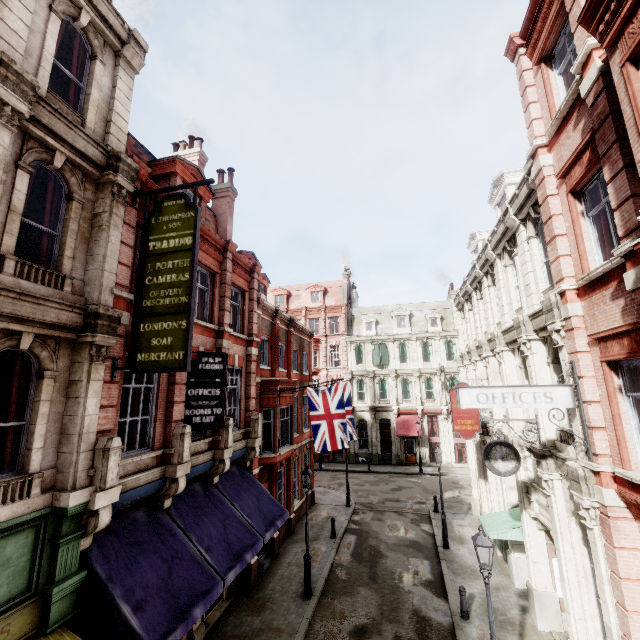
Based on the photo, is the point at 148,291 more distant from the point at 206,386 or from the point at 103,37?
the point at 103,37

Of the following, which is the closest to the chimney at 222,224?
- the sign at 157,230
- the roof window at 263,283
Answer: the roof window at 263,283

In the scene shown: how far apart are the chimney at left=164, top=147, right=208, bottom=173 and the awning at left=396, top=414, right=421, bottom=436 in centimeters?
2766cm

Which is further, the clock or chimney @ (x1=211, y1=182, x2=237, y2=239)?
chimney @ (x1=211, y1=182, x2=237, y2=239)

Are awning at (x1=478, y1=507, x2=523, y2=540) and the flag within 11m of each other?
yes

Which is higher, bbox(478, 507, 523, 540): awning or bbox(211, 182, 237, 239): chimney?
bbox(211, 182, 237, 239): chimney

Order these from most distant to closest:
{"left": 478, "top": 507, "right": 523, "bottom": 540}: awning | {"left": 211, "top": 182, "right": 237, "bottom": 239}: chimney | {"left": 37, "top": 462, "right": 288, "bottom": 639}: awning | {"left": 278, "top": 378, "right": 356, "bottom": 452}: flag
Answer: {"left": 211, "top": 182, "right": 237, "bottom": 239}: chimney
{"left": 278, "top": 378, "right": 356, "bottom": 452}: flag
{"left": 478, "top": 507, "right": 523, "bottom": 540}: awning
{"left": 37, "top": 462, "right": 288, "bottom": 639}: awning

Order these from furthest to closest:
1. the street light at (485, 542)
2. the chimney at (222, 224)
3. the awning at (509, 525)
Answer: the chimney at (222, 224) → the awning at (509, 525) → the street light at (485, 542)
